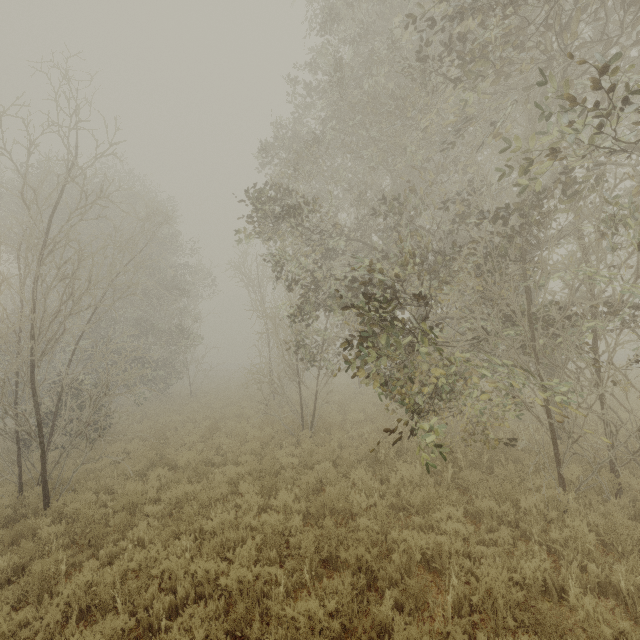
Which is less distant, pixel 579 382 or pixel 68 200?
pixel 579 382
